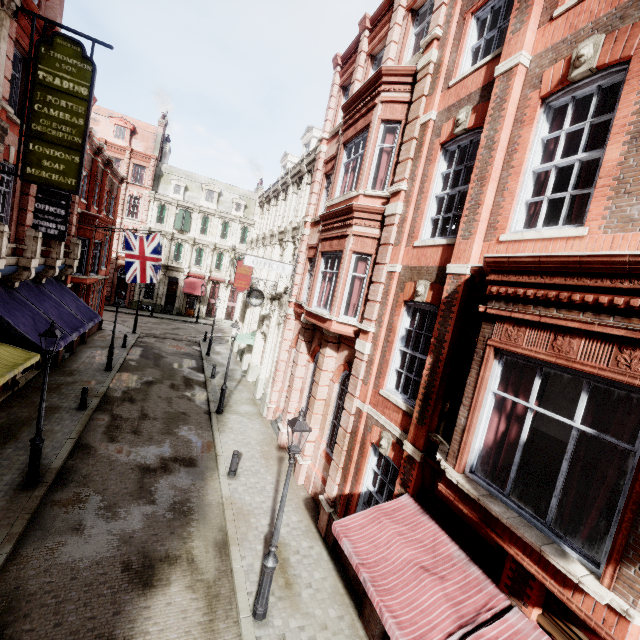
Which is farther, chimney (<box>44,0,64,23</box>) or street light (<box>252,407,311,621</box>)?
chimney (<box>44,0,64,23</box>)

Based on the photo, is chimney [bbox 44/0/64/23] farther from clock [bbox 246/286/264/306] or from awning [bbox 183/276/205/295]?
awning [bbox 183/276/205/295]

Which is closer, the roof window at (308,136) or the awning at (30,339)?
the awning at (30,339)

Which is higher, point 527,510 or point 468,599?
point 527,510

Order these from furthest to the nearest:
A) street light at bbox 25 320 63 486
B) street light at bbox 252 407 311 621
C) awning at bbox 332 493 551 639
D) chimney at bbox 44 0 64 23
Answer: chimney at bbox 44 0 64 23
street light at bbox 25 320 63 486
street light at bbox 252 407 311 621
awning at bbox 332 493 551 639

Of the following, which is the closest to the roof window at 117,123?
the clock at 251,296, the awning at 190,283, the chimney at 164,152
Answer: the chimney at 164,152

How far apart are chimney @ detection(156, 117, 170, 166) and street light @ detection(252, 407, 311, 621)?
44.80m

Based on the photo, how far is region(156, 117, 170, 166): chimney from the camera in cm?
3881
